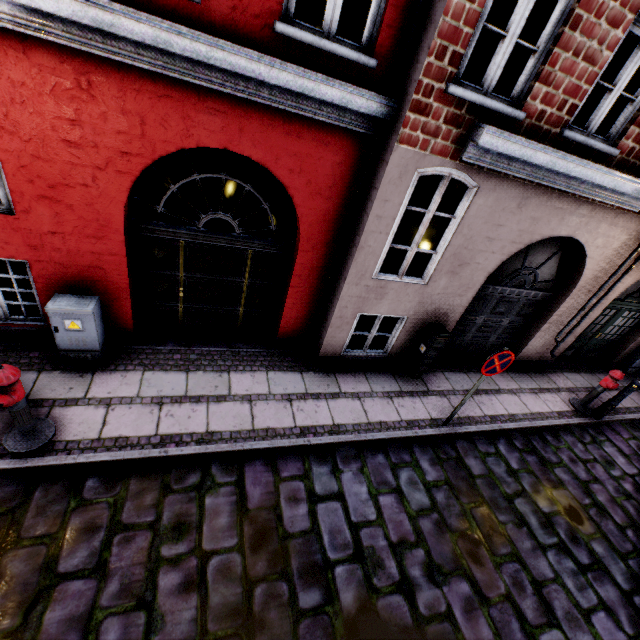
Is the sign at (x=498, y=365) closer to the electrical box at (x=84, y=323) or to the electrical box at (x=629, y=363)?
the electrical box at (x=84, y=323)

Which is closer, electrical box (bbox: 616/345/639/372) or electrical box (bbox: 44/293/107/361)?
electrical box (bbox: 44/293/107/361)

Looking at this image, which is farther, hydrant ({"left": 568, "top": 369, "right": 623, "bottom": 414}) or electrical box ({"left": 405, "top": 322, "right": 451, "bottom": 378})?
hydrant ({"left": 568, "top": 369, "right": 623, "bottom": 414})

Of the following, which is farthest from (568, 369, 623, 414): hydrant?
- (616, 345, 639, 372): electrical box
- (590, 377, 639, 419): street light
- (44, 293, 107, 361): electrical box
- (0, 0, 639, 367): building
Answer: (44, 293, 107, 361): electrical box

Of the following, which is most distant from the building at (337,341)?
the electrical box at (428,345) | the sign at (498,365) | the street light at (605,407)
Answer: the sign at (498,365)

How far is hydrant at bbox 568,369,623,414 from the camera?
6.92m

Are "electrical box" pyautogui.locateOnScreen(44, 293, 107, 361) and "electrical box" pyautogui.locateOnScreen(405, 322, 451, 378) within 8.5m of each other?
yes

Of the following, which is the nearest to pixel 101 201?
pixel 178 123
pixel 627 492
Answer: pixel 178 123
